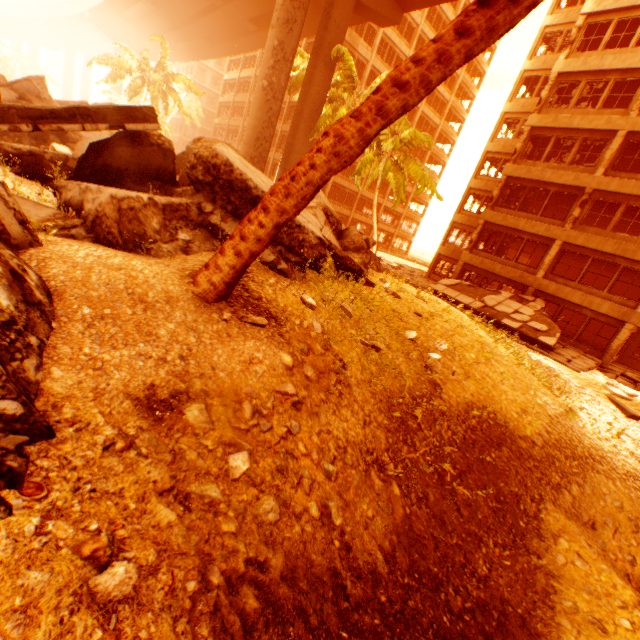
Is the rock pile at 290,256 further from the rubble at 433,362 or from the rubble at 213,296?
the rubble at 433,362

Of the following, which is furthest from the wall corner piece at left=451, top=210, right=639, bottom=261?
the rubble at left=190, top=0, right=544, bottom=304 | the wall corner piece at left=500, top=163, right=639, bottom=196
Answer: the rubble at left=190, top=0, right=544, bottom=304

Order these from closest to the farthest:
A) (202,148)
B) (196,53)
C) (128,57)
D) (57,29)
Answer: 1. (202,148)
2. (128,57)
3. (196,53)
4. (57,29)

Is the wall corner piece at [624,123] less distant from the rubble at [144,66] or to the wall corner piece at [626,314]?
the rubble at [144,66]

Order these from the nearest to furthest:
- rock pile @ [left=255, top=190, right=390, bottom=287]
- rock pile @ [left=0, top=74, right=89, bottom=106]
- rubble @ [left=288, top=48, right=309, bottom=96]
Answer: rock pile @ [left=255, top=190, right=390, bottom=287] → rock pile @ [left=0, top=74, right=89, bottom=106] → rubble @ [left=288, top=48, right=309, bottom=96]

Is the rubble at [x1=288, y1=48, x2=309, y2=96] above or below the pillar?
above

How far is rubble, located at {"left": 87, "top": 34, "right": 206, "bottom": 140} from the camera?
28.06m
